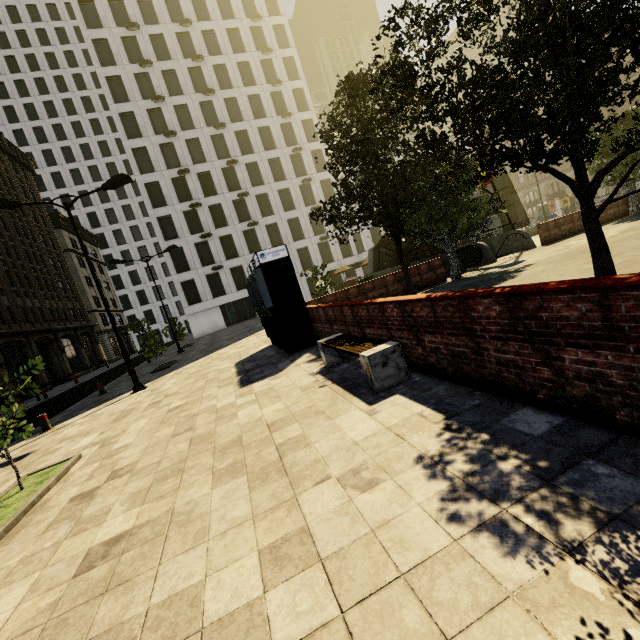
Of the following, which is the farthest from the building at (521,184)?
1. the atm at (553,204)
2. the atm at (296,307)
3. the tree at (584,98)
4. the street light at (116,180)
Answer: the atm at (296,307)

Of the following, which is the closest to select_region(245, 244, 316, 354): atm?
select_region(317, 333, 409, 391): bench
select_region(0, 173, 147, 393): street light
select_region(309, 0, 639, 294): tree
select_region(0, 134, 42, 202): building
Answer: select_region(317, 333, 409, 391): bench

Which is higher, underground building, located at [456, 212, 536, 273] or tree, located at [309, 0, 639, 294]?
tree, located at [309, 0, 639, 294]

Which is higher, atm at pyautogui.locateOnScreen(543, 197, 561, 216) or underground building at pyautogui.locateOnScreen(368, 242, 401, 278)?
atm at pyautogui.locateOnScreen(543, 197, 561, 216)

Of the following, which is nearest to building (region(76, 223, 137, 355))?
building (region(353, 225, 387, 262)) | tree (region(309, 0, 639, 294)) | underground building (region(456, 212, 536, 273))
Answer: tree (region(309, 0, 639, 294))

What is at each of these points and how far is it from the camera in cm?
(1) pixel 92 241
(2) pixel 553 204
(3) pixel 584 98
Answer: (1) building, 5541
(2) atm, 4931
(3) tree, 501

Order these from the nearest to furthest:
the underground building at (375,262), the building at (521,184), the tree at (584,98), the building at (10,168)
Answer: the tree at (584,98) < the underground building at (375,262) < the building at (10,168) < the building at (521,184)

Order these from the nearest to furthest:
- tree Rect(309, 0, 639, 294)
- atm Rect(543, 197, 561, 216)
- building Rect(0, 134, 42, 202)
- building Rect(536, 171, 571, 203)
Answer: tree Rect(309, 0, 639, 294) → building Rect(0, 134, 42, 202) → building Rect(536, 171, 571, 203) → atm Rect(543, 197, 561, 216)
